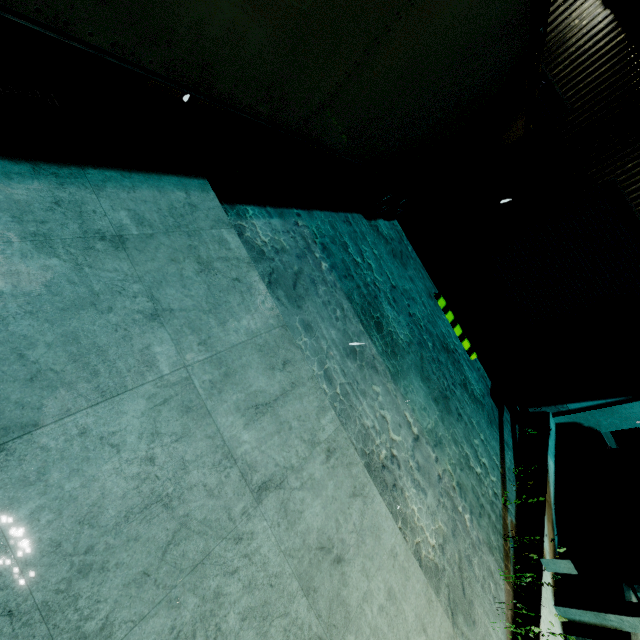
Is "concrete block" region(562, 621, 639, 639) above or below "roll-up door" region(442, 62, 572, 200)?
below

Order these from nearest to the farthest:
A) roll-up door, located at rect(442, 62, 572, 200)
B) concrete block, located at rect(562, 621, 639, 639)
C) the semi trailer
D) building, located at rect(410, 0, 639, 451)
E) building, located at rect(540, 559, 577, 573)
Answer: the semi trailer
concrete block, located at rect(562, 621, 639, 639)
building, located at rect(540, 559, 577, 573)
building, located at rect(410, 0, 639, 451)
roll-up door, located at rect(442, 62, 572, 200)

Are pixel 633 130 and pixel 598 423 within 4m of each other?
no

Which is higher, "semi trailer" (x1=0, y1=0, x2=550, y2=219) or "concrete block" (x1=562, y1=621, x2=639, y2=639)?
"semi trailer" (x1=0, y1=0, x2=550, y2=219)

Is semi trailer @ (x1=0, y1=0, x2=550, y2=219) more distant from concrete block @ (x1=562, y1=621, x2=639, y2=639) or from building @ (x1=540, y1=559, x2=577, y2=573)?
concrete block @ (x1=562, y1=621, x2=639, y2=639)

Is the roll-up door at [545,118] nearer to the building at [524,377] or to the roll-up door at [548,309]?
the building at [524,377]

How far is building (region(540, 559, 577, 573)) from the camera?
5.40m

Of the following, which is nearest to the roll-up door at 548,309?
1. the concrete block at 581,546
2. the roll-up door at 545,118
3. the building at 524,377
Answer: the building at 524,377
